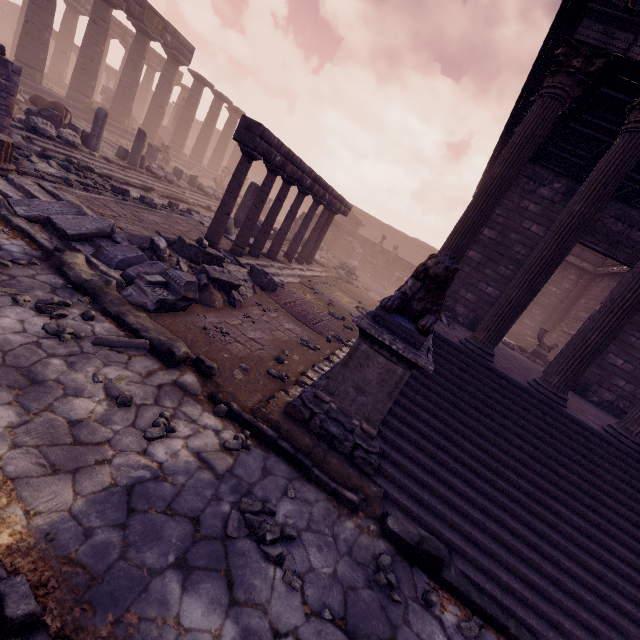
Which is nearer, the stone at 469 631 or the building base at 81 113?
the stone at 469 631

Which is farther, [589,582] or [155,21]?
[155,21]

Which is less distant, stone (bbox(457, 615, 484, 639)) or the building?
stone (bbox(457, 615, 484, 639))

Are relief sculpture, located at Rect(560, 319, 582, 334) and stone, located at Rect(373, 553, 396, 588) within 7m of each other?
no

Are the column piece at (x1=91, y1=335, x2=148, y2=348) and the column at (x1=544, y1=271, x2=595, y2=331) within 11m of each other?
no

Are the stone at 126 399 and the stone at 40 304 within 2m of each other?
yes

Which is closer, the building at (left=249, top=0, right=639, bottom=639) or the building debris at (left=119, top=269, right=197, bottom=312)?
the building at (left=249, top=0, right=639, bottom=639)

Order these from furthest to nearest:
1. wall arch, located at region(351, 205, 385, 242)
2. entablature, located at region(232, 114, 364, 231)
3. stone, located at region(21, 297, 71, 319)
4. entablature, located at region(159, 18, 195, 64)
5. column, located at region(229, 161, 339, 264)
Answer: wall arch, located at region(351, 205, 385, 242) → entablature, located at region(159, 18, 195, 64) → column, located at region(229, 161, 339, 264) → entablature, located at region(232, 114, 364, 231) → stone, located at region(21, 297, 71, 319)
